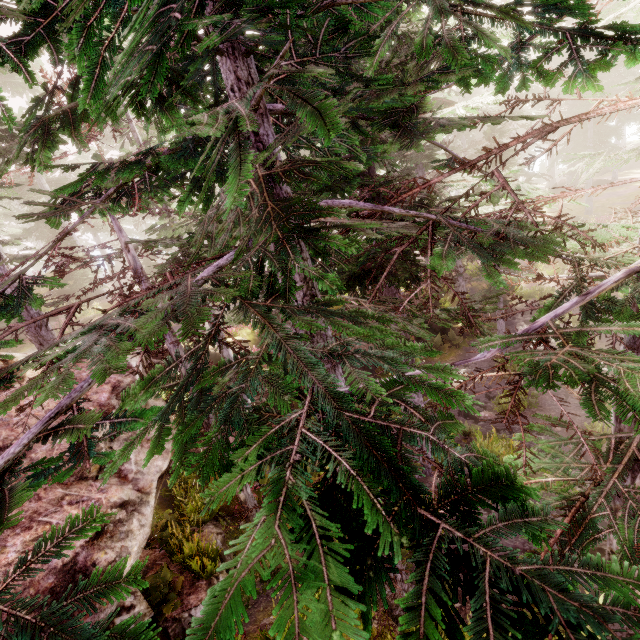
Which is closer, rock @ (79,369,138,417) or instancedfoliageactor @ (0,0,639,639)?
instancedfoliageactor @ (0,0,639,639)

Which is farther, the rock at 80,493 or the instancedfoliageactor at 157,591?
the rock at 80,493

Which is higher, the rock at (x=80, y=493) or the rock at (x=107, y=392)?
the rock at (x=107, y=392)

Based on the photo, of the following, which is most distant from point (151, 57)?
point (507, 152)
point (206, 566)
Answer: point (507, 152)

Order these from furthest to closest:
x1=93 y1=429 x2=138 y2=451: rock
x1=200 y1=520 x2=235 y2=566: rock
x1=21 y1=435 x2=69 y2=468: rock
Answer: x1=200 y1=520 x2=235 y2=566: rock < x1=93 y1=429 x2=138 y2=451: rock < x1=21 y1=435 x2=69 y2=468: rock

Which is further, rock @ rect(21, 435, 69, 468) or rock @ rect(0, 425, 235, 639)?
rock @ rect(21, 435, 69, 468)
